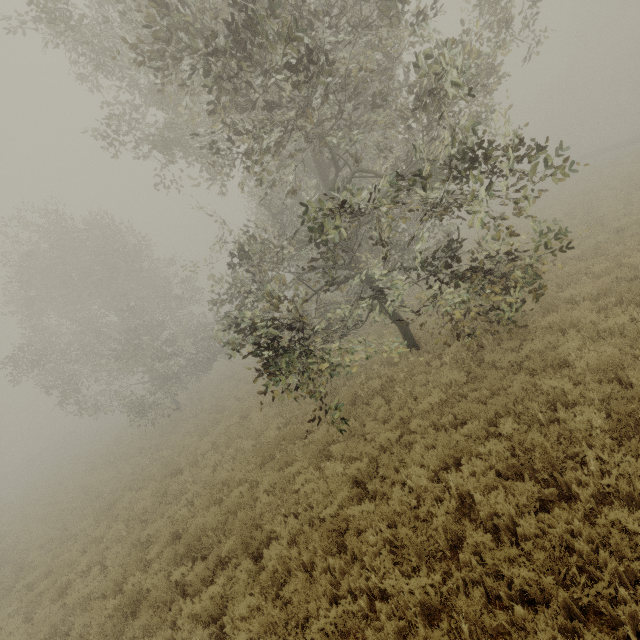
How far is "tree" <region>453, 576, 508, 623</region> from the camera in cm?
388

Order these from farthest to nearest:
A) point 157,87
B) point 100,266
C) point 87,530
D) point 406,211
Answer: point 100,266, point 406,211, point 87,530, point 157,87

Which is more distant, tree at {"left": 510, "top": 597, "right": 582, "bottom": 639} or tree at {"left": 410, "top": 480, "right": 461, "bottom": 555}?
tree at {"left": 410, "top": 480, "right": 461, "bottom": 555}

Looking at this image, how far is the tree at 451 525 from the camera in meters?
5.1
